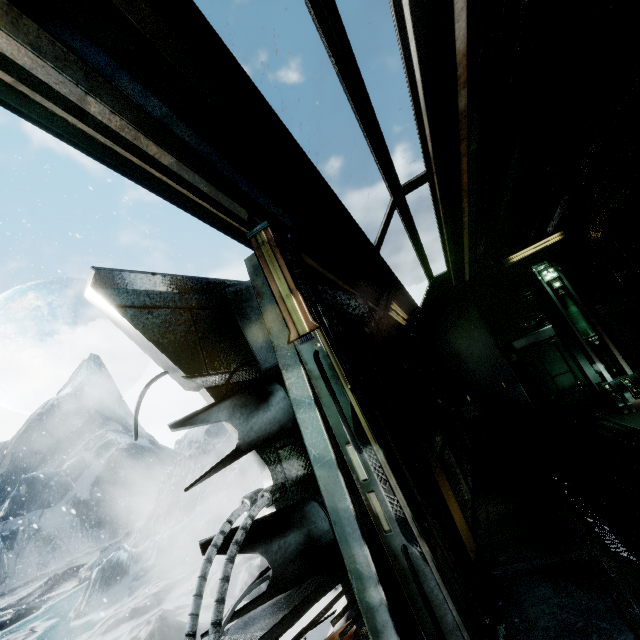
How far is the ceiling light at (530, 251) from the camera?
8.4m

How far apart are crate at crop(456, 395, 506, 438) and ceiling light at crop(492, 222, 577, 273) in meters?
3.4 m

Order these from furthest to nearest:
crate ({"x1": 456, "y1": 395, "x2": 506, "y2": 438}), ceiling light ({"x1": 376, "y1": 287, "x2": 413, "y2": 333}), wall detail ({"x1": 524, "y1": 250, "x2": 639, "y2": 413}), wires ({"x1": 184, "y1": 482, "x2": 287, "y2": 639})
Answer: crate ({"x1": 456, "y1": 395, "x2": 506, "y2": 438})
wall detail ({"x1": 524, "y1": 250, "x2": 639, "y2": 413})
ceiling light ({"x1": 376, "y1": 287, "x2": 413, "y2": 333})
wires ({"x1": 184, "y1": 482, "x2": 287, "y2": 639})

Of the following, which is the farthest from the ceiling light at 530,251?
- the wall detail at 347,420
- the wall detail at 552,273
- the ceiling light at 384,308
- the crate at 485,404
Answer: the wall detail at 347,420

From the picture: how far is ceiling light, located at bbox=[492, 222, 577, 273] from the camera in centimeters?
838cm

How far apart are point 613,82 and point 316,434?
6.00m

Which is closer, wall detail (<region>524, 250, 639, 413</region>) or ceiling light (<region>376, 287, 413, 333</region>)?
ceiling light (<region>376, 287, 413, 333</region>)

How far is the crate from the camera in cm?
785
